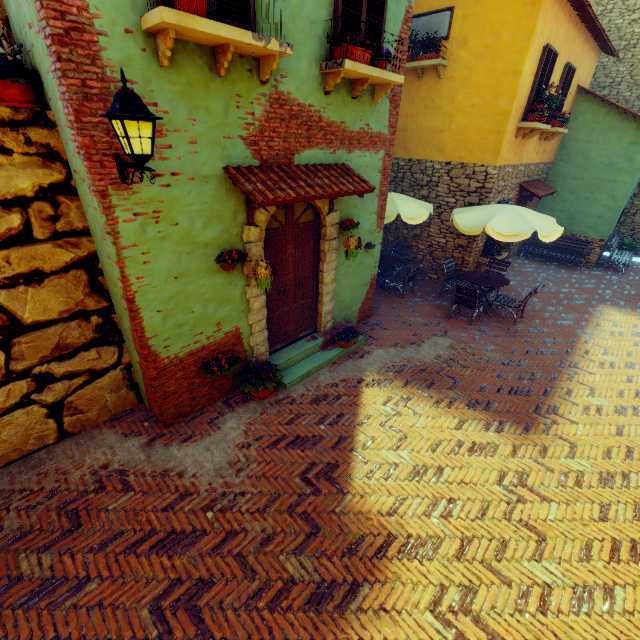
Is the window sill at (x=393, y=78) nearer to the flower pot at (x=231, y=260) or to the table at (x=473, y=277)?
the flower pot at (x=231, y=260)

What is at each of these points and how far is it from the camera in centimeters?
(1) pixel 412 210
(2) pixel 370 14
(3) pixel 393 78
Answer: (1) table, 848cm
(2) window, 482cm
(3) window sill, 512cm

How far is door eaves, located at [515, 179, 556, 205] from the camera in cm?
1066

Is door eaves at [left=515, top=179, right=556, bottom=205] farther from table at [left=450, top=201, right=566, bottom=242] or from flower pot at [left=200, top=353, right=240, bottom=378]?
flower pot at [left=200, top=353, right=240, bottom=378]

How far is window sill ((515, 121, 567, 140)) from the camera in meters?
8.5

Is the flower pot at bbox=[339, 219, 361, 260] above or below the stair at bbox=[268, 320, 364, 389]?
above

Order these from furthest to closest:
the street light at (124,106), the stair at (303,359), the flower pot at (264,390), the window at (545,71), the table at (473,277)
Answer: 1. the table at (473,277)
2. the window at (545,71)
3. the stair at (303,359)
4. the flower pot at (264,390)
5. the street light at (124,106)

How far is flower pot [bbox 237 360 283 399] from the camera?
5.48m
